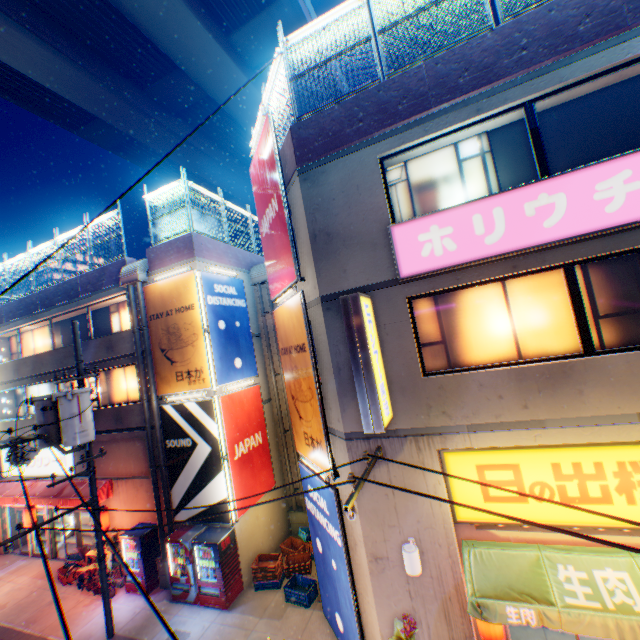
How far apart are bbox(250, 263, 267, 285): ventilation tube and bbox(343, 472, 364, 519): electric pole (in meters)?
9.44

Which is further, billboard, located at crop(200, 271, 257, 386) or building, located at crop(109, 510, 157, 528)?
building, located at crop(109, 510, 157, 528)

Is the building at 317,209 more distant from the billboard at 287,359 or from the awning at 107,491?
the awning at 107,491

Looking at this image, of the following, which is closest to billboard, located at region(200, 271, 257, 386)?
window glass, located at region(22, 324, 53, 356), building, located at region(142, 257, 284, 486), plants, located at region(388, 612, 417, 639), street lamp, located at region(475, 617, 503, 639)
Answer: building, located at region(142, 257, 284, 486)

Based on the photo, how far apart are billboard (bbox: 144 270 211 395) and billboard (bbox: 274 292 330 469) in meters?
3.1 m

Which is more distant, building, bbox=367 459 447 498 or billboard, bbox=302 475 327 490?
billboard, bbox=302 475 327 490

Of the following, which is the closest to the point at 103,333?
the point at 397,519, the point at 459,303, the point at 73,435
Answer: the point at 73,435

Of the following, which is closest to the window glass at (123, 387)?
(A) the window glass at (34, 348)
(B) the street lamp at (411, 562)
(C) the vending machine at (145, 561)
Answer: (A) the window glass at (34, 348)
